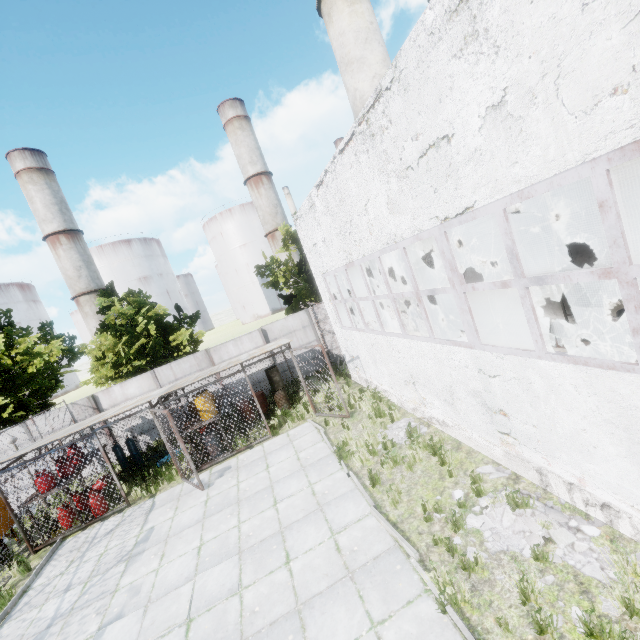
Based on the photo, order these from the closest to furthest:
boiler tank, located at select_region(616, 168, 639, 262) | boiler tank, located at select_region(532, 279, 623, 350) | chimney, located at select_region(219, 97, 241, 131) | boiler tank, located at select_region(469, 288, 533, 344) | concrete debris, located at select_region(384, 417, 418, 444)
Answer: boiler tank, located at select_region(616, 168, 639, 262)
boiler tank, located at select_region(532, 279, 623, 350)
concrete debris, located at select_region(384, 417, 418, 444)
boiler tank, located at select_region(469, 288, 533, 344)
chimney, located at select_region(219, 97, 241, 131)

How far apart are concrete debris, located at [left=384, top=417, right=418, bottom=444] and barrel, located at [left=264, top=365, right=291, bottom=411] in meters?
6.3

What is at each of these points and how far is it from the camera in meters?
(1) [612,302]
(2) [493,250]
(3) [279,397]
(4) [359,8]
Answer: (1) boiler tank, 8.4
(2) boiler tank, 12.6
(3) barrel, 14.5
(4) chimney, 15.7

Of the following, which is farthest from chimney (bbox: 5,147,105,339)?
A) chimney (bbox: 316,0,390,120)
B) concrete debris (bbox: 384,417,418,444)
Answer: concrete debris (bbox: 384,417,418,444)

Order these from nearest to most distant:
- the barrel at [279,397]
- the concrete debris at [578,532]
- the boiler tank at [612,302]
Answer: the concrete debris at [578,532] < the boiler tank at [612,302] < the barrel at [279,397]

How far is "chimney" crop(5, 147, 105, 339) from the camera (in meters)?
52.59

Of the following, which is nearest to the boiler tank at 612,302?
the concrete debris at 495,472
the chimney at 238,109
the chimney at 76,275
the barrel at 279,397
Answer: the concrete debris at 495,472

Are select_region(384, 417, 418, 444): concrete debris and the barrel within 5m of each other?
no
